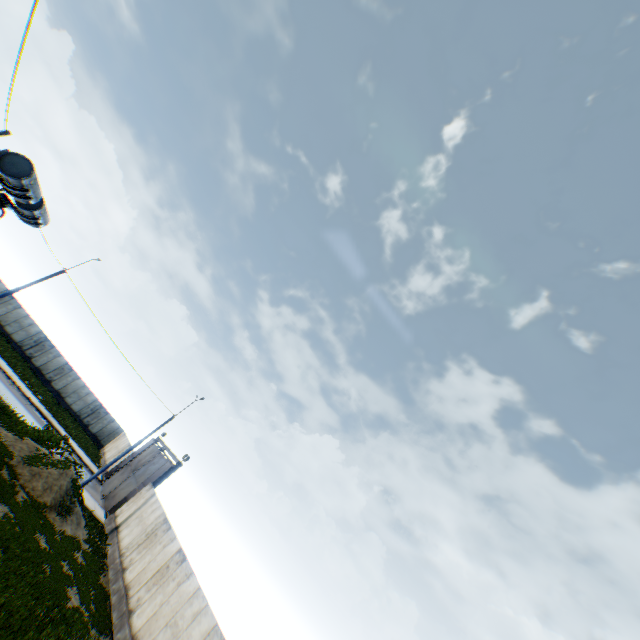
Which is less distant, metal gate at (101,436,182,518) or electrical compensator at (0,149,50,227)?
electrical compensator at (0,149,50,227)

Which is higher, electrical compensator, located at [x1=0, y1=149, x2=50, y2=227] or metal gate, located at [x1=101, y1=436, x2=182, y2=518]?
electrical compensator, located at [x1=0, y1=149, x2=50, y2=227]

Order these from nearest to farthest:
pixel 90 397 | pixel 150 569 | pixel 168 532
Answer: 1. pixel 150 569
2. pixel 168 532
3. pixel 90 397

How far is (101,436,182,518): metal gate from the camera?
26.39m

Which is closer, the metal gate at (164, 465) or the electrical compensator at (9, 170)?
the electrical compensator at (9, 170)

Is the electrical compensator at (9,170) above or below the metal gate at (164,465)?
above
